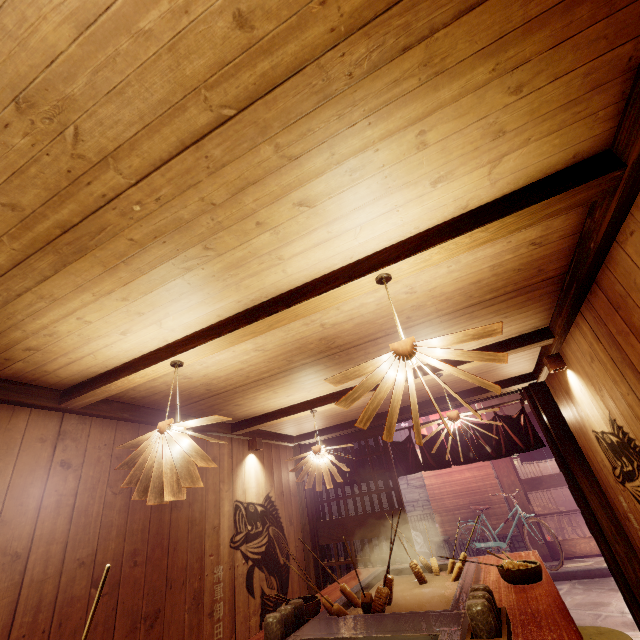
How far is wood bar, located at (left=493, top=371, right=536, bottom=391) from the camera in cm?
759

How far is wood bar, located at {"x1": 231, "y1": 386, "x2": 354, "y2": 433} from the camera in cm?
653

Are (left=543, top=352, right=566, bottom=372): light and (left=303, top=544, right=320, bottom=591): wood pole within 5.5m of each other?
no

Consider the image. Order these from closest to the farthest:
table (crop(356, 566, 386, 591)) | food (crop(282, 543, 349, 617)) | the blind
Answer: food (crop(282, 543, 349, 617))
table (crop(356, 566, 386, 591))
the blind

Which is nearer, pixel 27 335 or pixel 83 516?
pixel 27 335

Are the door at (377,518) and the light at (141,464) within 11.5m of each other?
yes

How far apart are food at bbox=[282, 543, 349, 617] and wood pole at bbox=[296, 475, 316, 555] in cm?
499

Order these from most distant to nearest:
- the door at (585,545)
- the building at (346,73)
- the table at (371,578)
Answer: the door at (585,545) → the table at (371,578) → the building at (346,73)
